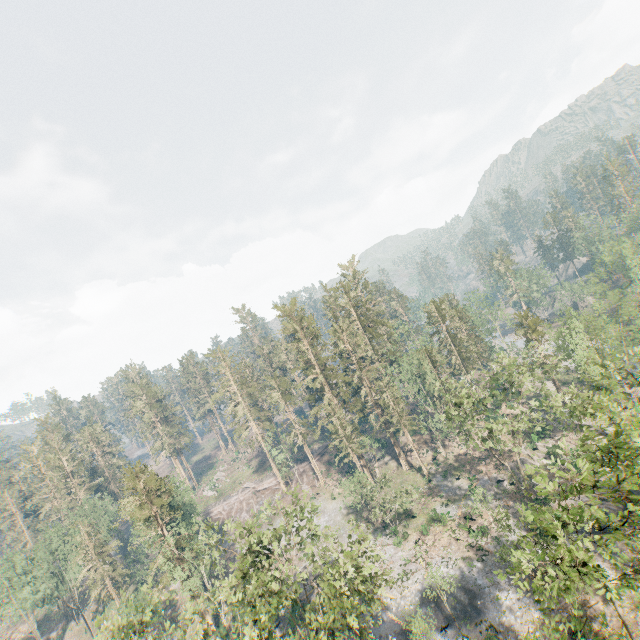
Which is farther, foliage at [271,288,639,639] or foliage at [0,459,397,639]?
foliage at [0,459,397,639]

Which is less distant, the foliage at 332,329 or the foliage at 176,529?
the foliage at 332,329

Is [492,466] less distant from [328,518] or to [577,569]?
[328,518]
